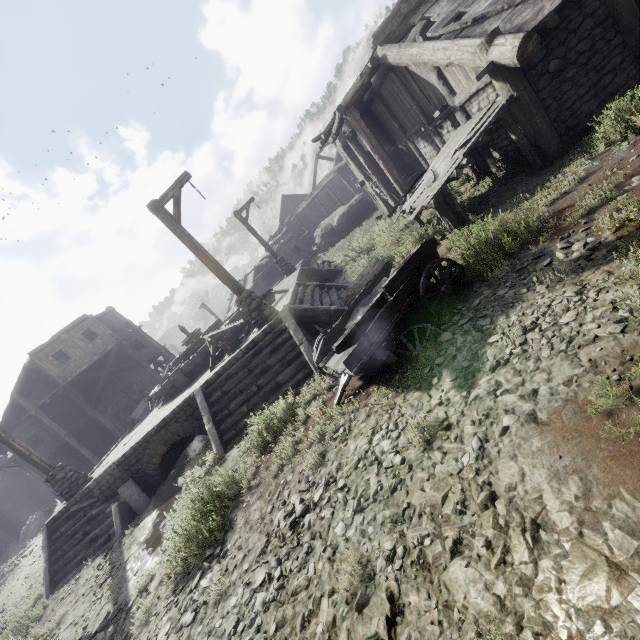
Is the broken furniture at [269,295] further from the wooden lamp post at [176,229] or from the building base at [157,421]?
the wooden lamp post at [176,229]

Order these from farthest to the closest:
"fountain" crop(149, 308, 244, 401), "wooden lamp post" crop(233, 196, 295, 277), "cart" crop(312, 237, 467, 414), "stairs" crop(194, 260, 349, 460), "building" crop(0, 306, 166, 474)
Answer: "building" crop(0, 306, 166, 474)
"wooden lamp post" crop(233, 196, 295, 277)
"fountain" crop(149, 308, 244, 401)
"stairs" crop(194, 260, 349, 460)
"cart" crop(312, 237, 467, 414)

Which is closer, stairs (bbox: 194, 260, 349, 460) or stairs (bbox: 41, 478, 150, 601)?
stairs (bbox: 194, 260, 349, 460)

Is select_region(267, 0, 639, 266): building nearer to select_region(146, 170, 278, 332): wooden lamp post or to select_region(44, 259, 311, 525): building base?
select_region(44, 259, 311, 525): building base

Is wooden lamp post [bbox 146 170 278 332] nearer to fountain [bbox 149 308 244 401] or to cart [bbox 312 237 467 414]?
cart [bbox 312 237 467 414]

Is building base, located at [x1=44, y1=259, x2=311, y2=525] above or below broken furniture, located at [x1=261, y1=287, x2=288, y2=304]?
below

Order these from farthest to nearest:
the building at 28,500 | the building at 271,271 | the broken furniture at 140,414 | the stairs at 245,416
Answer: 1. the building at 271,271
2. the building at 28,500
3. the broken furniture at 140,414
4. the stairs at 245,416

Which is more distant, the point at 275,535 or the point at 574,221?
the point at 574,221
